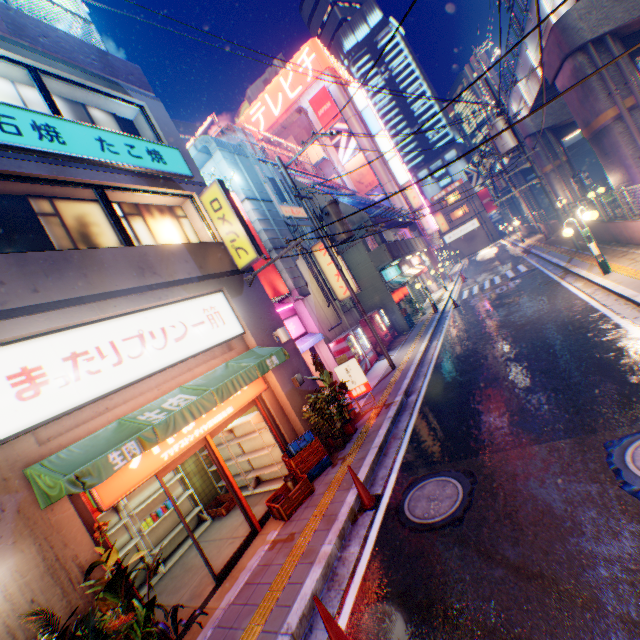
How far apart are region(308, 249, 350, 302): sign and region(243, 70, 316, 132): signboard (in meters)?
32.94

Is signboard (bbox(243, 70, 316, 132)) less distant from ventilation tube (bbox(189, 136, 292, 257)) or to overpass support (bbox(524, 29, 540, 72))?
overpass support (bbox(524, 29, 540, 72))

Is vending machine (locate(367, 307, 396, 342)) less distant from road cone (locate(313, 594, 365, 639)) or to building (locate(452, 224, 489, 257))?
road cone (locate(313, 594, 365, 639))

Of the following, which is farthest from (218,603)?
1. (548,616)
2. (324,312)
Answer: (324,312)

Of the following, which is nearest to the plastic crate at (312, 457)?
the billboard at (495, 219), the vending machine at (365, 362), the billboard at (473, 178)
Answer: the vending machine at (365, 362)

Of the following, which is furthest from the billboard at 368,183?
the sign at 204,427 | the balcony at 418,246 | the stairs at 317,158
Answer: the sign at 204,427

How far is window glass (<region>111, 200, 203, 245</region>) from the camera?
8.0m

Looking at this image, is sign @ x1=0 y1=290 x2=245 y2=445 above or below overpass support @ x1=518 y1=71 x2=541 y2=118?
below
